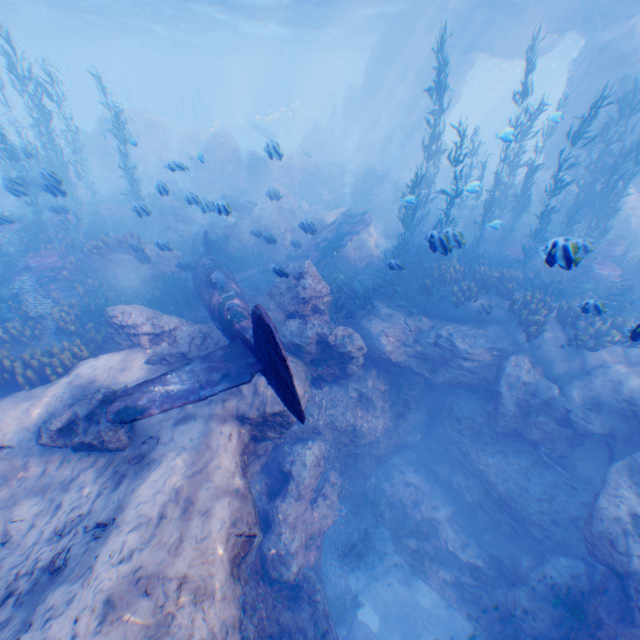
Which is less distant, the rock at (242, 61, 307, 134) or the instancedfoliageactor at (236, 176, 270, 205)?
the instancedfoliageactor at (236, 176, 270, 205)

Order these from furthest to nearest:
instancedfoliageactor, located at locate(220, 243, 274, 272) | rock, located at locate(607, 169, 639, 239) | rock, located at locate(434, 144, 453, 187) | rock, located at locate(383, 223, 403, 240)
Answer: rock, located at locate(434, 144, 453, 187), rock, located at locate(383, 223, 403, 240), rock, located at locate(607, 169, 639, 239), instancedfoliageactor, located at locate(220, 243, 274, 272)

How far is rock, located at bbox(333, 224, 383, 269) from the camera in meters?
14.2 m

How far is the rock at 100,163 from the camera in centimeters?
2630cm

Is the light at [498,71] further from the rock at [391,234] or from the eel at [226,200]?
the eel at [226,200]

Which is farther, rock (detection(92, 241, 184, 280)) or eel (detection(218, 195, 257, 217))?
rock (detection(92, 241, 184, 280))

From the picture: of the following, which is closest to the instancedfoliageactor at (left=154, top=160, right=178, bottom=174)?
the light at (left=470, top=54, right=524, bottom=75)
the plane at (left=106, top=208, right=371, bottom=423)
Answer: the plane at (left=106, top=208, right=371, bottom=423)

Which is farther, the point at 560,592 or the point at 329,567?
the point at 329,567
